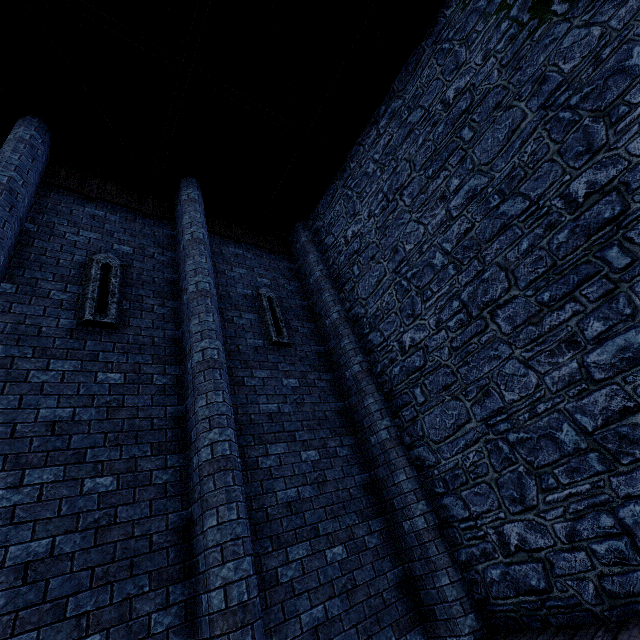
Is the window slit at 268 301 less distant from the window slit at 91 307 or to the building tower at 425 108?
the building tower at 425 108

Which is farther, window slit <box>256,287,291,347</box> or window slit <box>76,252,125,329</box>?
window slit <box>256,287,291,347</box>

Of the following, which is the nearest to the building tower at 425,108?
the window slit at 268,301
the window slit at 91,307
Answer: the window slit at 268,301

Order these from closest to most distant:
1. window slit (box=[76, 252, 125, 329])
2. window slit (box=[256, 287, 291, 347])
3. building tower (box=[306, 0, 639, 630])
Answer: building tower (box=[306, 0, 639, 630]) < window slit (box=[76, 252, 125, 329]) < window slit (box=[256, 287, 291, 347])

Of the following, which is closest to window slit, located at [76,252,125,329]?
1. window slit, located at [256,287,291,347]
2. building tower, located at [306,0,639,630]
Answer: window slit, located at [256,287,291,347]

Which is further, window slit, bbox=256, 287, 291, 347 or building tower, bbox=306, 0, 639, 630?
window slit, bbox=256, 287, 291, 347

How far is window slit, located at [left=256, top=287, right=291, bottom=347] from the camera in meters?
7.1 m

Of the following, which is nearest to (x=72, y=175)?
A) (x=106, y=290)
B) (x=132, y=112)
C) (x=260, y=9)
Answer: (x=132, y=112)
